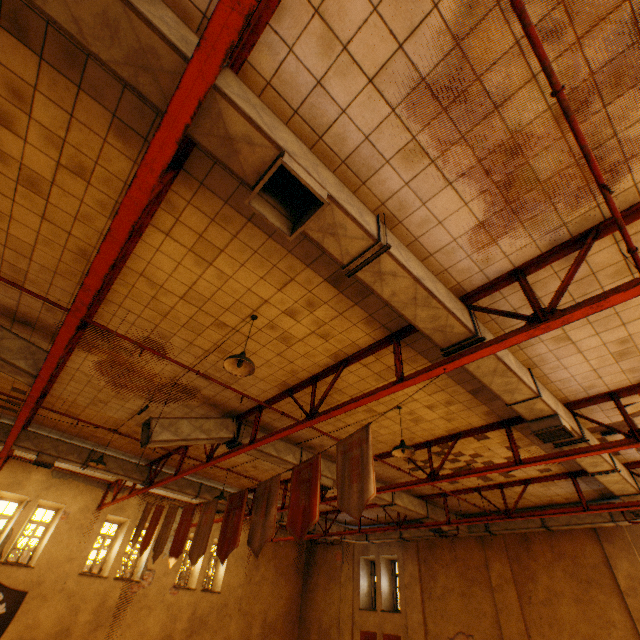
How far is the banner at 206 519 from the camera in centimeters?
638cm

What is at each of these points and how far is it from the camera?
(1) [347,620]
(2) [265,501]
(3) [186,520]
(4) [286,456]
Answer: (1) wall pilaster, 15.5m
(2) banner, 5.7m
(3) banner, 7.5m
(4) vent duct, 8.5m

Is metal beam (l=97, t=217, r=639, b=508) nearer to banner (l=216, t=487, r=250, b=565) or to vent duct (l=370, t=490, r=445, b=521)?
vent duct (l=370, t=490, r=445, b=521)

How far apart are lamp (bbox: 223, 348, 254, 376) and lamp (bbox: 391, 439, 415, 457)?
3.5 meters

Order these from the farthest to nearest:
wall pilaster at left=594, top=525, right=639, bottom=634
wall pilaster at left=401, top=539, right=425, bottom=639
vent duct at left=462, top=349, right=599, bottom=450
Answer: wall pilaster at left=401, top=539, right=425, bottom=639, wall pilaster at left=594, top=525, right=639, bottom=634, vent duct at left=462, top=349, right=599, bottom=450

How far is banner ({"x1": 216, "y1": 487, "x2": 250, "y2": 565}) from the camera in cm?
576

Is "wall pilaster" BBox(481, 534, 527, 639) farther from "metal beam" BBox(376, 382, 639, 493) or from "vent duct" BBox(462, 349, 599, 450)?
"metal beam" BBox(376, 382, 639, 493)

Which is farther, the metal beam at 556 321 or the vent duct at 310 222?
the metal beam at 556 321
